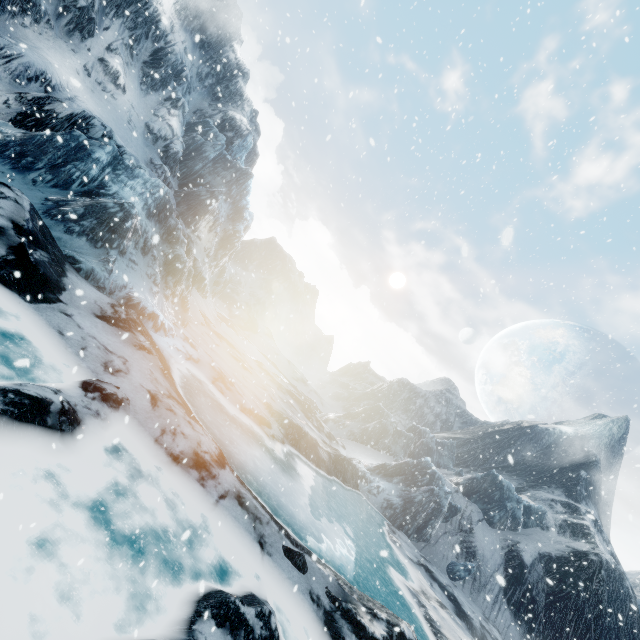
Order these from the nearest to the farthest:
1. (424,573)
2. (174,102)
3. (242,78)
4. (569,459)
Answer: (424,573), (174,102), (242,78), (569,459)
